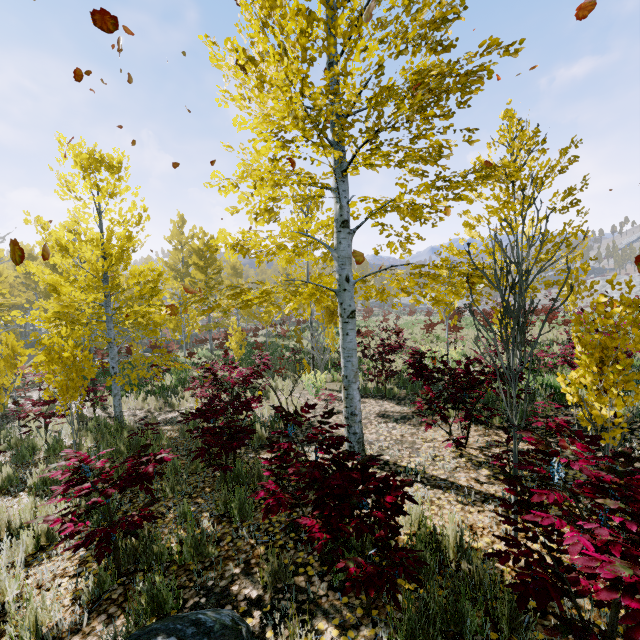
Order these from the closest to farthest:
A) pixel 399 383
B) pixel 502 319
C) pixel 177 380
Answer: pixel 502 319 < pixel 399 383 < pixel 177 380

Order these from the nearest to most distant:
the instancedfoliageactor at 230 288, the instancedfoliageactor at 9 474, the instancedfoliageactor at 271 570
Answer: the instancedfoliageactor at 230 288, the instancedfoliageactor at 271 570, the instancedfoliageactor at 9 474

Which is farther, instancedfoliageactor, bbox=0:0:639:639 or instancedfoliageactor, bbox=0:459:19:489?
instancedfoliageactor, bbox=0:459:19:489

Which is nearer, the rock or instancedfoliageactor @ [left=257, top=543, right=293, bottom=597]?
the rock

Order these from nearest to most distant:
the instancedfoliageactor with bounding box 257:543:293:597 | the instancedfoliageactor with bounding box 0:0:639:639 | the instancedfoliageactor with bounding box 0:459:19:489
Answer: the instancedfoliageactor with bounding box 0:0:639:639 < the instancedfoliageactor with bounding box 257:543:293:597 < the instancedfoliageactor with bounding box 0:459:19:489

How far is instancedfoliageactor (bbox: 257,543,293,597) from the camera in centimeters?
261cm

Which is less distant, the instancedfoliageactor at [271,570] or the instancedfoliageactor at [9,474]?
the instancedfoliageactor at [271,570]
